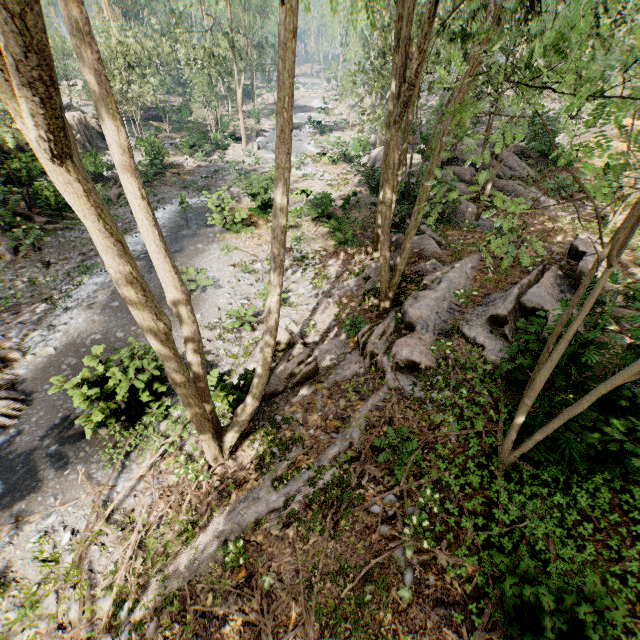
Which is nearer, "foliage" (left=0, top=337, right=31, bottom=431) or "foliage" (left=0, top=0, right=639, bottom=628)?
"foliage" (left=0, top=0, right=639, bottom=628)

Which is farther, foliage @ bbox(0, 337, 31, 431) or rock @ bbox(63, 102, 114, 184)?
rock @ bbox(63, 102, 114, 184)

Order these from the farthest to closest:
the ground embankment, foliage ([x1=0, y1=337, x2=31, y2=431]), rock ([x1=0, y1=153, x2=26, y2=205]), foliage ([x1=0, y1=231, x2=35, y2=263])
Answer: the ground embankment < rock ([x1=0, y1=153, x2=26, y2=205]) < foliage ([x1=0, y1=231, x2=35, y2=263]) < foliage ([x1=0, y1=337, x2=31, y2=431])

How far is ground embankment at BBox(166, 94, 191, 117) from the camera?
41.00m

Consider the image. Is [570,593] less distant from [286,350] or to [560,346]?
[560,346]

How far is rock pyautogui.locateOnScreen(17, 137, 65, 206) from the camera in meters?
17.9

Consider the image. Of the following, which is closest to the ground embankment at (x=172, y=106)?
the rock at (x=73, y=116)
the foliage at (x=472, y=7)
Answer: the foliage at (x=472, y=7)

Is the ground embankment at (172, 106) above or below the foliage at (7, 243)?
above
